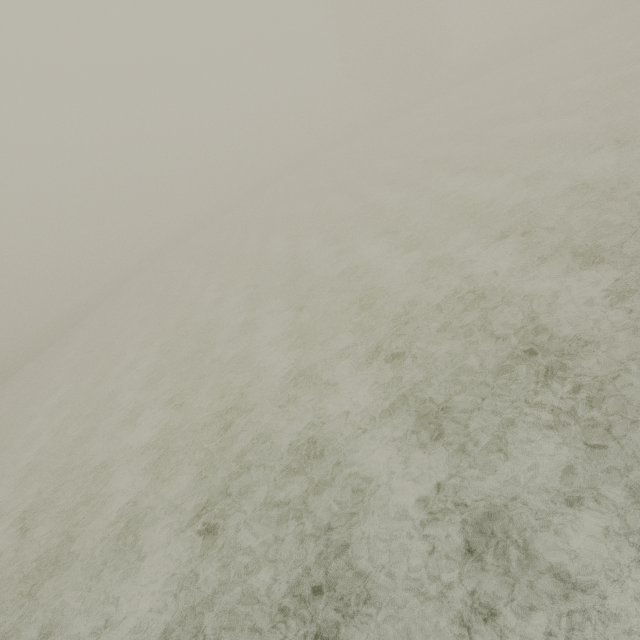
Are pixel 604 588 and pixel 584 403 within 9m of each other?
yes
